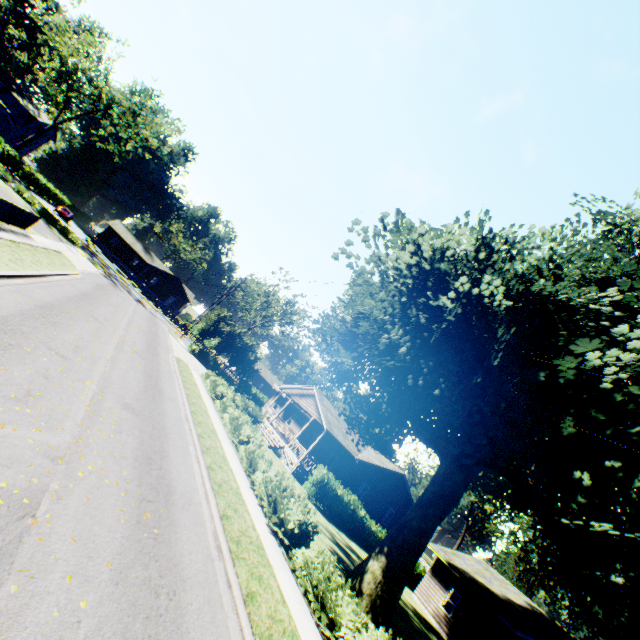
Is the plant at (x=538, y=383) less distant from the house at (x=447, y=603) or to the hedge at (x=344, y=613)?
the hedge at (x=344, y=613)

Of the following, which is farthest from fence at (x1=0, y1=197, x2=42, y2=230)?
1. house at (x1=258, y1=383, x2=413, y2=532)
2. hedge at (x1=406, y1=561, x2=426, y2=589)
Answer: hedge at (x1=406, y1=561, x2=426, y2=589)

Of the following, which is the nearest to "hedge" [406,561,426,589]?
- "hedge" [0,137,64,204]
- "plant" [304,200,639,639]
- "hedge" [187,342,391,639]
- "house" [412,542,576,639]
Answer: "house" [412,542,576,639]

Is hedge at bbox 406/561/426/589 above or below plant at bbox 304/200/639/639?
below

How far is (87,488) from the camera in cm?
597

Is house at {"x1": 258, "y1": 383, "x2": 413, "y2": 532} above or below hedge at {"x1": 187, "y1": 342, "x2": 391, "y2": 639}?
above

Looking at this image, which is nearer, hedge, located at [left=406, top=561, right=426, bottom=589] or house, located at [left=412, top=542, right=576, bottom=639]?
house, located at [left=412, top=542, right=576, bottom=639]

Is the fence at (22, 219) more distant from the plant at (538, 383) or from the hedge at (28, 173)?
the hedge at (28, 173)
